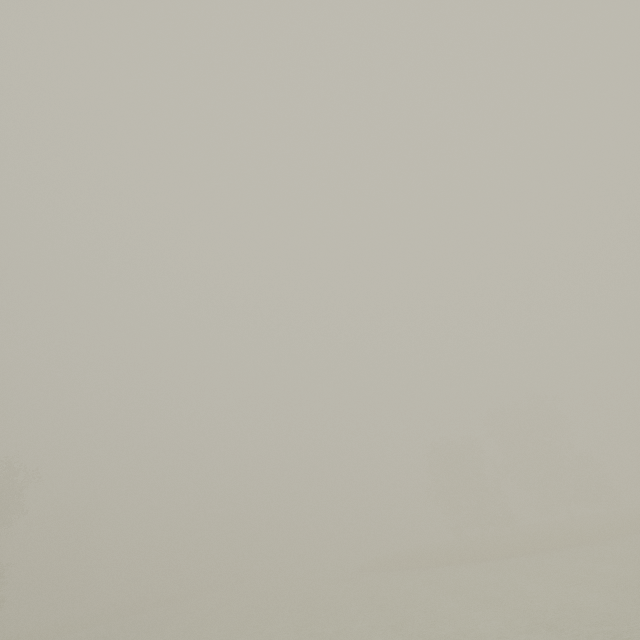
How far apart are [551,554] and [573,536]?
4.7m
